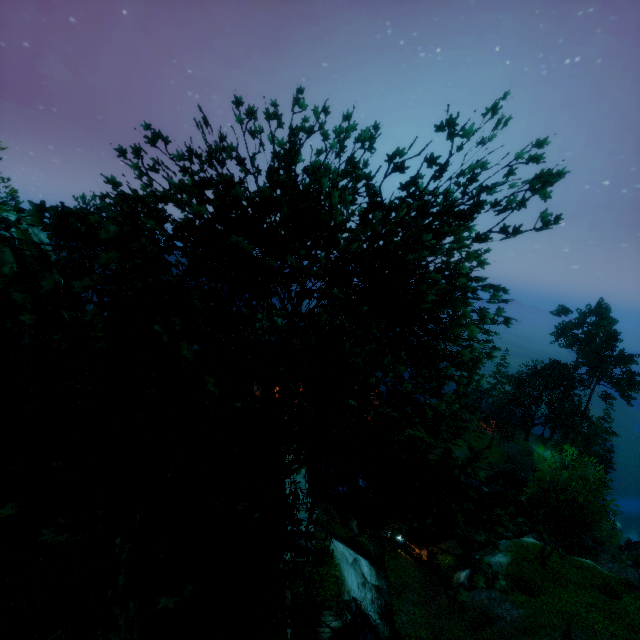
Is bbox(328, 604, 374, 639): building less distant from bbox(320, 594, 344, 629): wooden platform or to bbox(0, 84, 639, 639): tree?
bbox(320, 594, 344, 629): wooden platform

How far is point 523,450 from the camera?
51.2 meters

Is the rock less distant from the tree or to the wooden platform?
the wooden platform

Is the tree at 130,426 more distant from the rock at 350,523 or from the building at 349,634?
the rock at 350,523

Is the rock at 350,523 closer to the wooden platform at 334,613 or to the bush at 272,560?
the wooden platform at 334,613

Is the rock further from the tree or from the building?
the building

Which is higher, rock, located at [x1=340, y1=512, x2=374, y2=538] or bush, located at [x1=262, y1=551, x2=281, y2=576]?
bush, located at [x1=262, y1=551, x2=281, y2=576]
